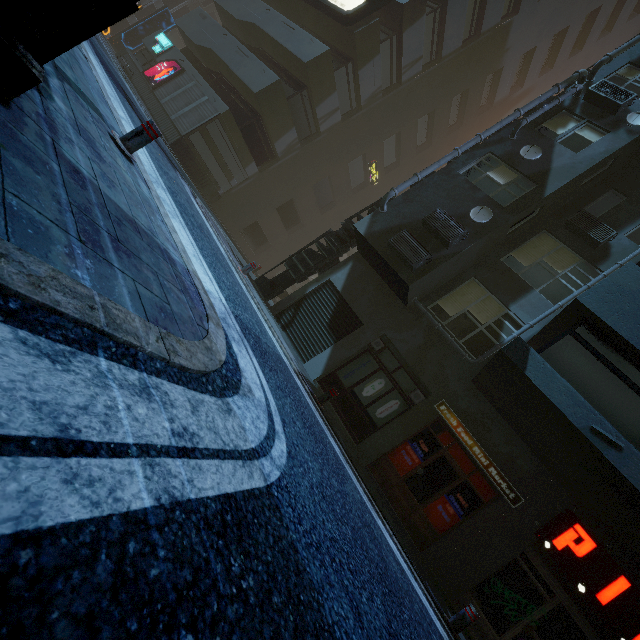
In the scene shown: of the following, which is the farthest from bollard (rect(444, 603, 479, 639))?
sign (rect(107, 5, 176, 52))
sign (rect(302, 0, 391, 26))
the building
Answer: sign (rect(107, 5, 176, 52))

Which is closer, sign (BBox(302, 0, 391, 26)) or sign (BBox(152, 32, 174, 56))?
sign (BBox(302, 0, 391, 26))

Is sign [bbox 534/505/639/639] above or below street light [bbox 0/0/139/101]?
above

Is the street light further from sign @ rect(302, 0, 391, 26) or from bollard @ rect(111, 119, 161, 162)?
sign @ rect(302, 0, 391, 26)

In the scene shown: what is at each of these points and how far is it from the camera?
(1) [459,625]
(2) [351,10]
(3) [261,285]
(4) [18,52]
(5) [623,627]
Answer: (1) bollard, 6.0m
(2) sign, 16.3m
(3) building structure, 12.4m
(4) street light, 1.9m
(5) sign, 6.7m

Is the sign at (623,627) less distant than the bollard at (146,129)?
No

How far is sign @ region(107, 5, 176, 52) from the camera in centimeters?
2531cm

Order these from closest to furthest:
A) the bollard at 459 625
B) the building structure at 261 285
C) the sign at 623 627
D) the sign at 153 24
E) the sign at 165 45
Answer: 1. the bollard at 459 625
2. the sign at 623 627
3. the building structure at 261 285
4. the sign at 165 45
5. the sign at 153 24
